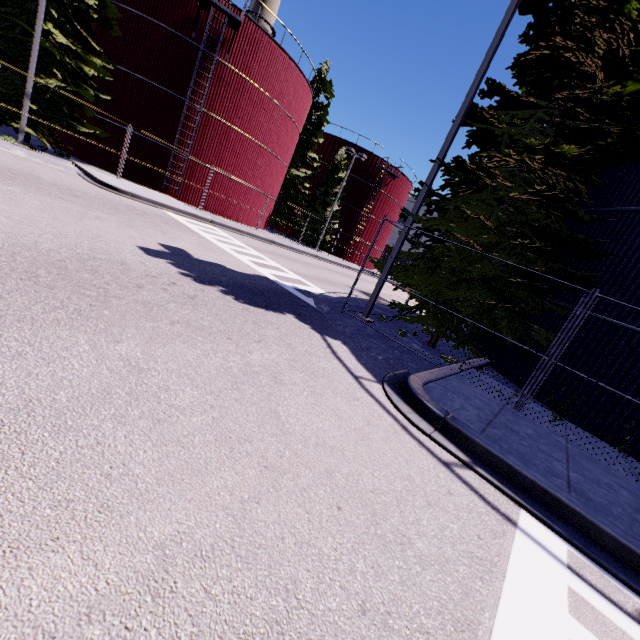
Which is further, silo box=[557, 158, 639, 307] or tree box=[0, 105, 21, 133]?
tree box=[0, 105, 21, 133]

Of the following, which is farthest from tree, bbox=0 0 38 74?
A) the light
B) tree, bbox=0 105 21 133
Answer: the light

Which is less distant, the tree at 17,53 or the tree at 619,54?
the tree at 619,54

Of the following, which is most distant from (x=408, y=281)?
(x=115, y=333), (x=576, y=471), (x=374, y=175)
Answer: (x=374, y=175)

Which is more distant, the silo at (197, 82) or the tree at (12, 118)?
the silo at (197, 82)

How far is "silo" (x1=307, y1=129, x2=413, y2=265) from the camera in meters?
36.5

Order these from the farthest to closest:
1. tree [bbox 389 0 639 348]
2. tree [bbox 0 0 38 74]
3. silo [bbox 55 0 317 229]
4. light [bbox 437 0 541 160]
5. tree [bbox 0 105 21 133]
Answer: silo [bbox 55 0 317 229], tree [bbox 0 105 21 133], tree [bbox 0 0 38 74], light [bbox 437 0 541 160], tree [bbox 389 0 639 348]

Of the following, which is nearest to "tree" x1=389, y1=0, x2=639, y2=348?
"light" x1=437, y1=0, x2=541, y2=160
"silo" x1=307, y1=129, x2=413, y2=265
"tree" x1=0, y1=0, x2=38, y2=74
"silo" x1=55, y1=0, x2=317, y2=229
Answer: "light" x1=437, y1=0, x2=541, y2=160
